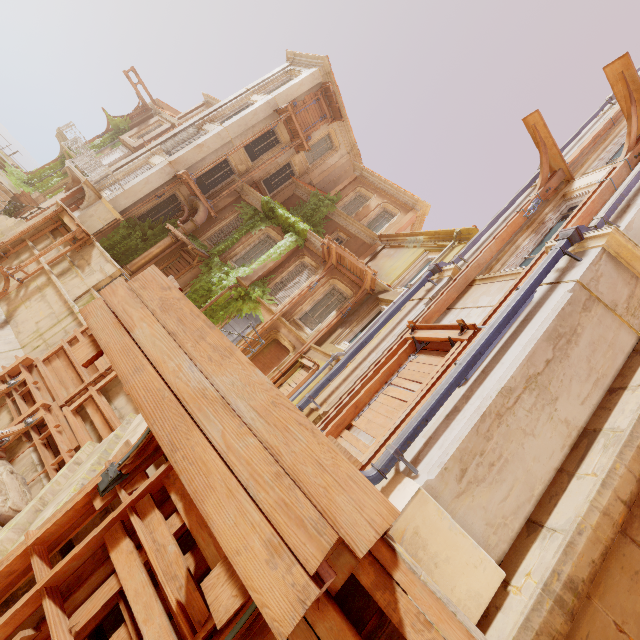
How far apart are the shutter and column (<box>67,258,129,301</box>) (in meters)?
5.06

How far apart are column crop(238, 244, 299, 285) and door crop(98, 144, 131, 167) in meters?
18.9

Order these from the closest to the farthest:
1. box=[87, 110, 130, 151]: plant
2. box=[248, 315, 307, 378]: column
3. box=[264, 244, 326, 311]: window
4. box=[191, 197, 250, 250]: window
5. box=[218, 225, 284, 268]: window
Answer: box=[248, 315, 307, 378]: column, box=[264, 244, 326, 311]: window, box=[218, 225, 284, 268]: window, box=[191, 197, 250, 250]: window, box=[87, 110, 130, 151]: plant

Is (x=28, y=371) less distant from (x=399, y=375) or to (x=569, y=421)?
(x=399, y=375)

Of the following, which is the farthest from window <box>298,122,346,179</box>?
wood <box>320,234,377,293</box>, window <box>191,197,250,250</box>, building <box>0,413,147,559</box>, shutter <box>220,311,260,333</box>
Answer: building <box>0,413,147,559</box>

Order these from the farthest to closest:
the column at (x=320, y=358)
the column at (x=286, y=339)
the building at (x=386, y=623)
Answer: the column at (x=286, y=339), the column at (x=320, y=358), the building at (x=386, y=623)

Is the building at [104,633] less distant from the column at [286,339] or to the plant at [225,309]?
the plant at [225,309]

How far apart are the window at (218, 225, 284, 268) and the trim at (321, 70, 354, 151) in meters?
10.3
